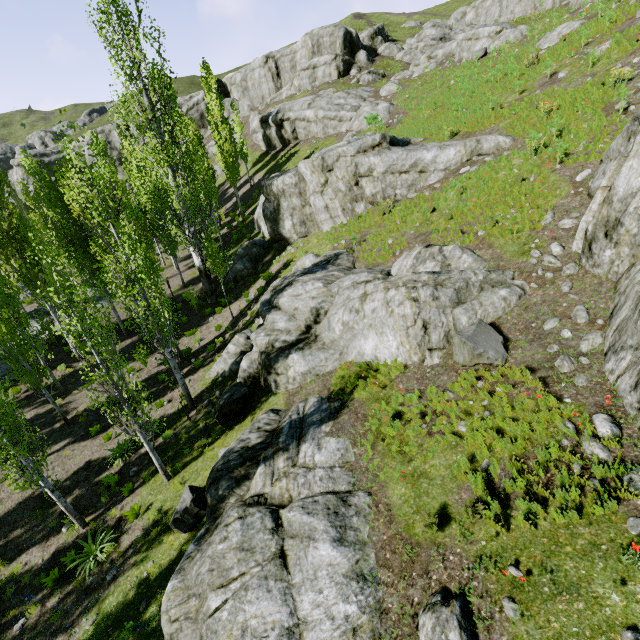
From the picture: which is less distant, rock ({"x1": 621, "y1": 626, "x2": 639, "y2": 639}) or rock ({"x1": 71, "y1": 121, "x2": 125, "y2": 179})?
rock ({"x1": 621, "y1": 626, "x2": 639, "y2": 639})

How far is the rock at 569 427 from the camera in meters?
6.1 m

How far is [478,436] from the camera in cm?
691

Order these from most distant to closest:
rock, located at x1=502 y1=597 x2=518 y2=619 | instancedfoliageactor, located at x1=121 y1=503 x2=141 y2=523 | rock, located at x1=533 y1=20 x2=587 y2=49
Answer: rock, located at x1=533 y1=20 x2=587 y2=49 < instancedfoliageactor, located at x1=121 y1=503 x2=141 y2=523 < rock, located at x1=502 y1=597 x2=518 y2=619

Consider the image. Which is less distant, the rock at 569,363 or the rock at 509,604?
the rock at 509,604

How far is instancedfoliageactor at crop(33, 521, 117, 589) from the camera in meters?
10.3 m

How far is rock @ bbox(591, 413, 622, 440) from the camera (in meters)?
5.65
